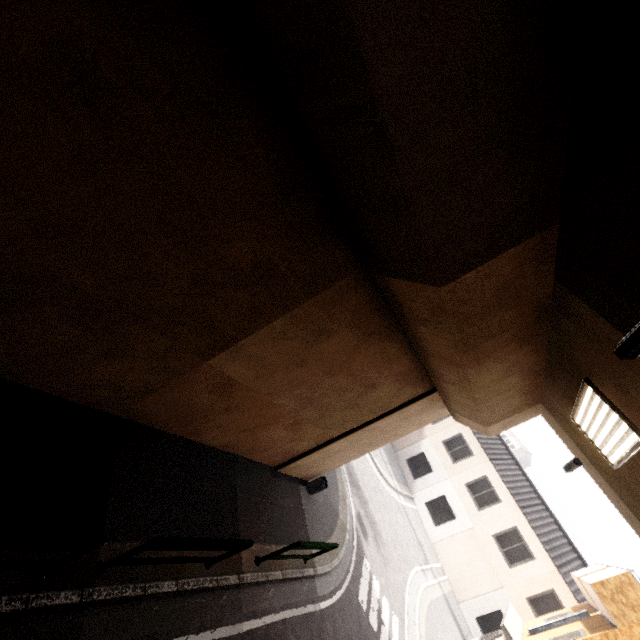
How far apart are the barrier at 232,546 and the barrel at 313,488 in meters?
4.7

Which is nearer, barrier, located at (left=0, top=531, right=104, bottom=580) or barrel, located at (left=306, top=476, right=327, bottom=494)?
barrier, located at (left=0, top=531, right=104, bottom=580)

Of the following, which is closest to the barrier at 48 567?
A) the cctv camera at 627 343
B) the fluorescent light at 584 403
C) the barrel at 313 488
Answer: the cctv camera at 627 343

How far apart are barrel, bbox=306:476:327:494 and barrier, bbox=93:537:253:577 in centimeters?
466cm

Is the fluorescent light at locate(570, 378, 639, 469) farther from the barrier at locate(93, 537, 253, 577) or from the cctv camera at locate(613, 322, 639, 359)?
the barrier at locate(93, 537, 253, 577)

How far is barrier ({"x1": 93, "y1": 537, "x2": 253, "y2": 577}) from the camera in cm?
412

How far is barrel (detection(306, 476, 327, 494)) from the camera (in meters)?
9.96

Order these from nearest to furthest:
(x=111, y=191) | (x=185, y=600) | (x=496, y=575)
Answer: (x=111, y=191)
(x=185, y=600)
(x=496, y=575)
